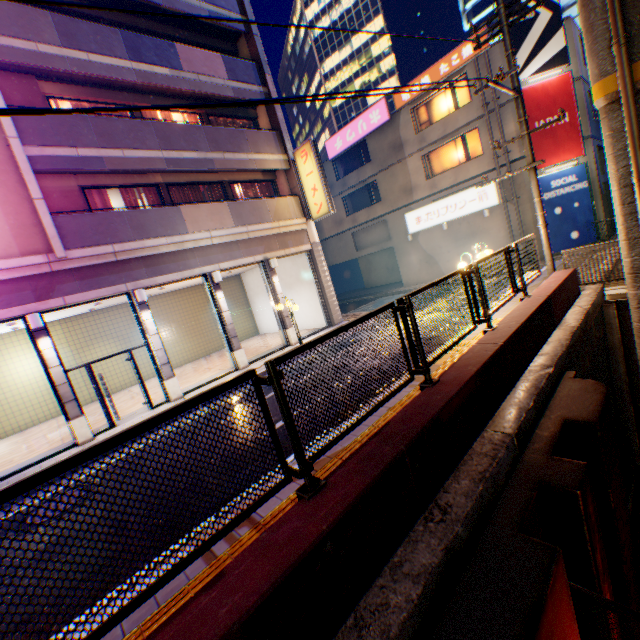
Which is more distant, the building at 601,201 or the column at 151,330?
the building at 601,201

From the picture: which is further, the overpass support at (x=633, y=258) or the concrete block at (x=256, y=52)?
the concrete block at (x=256, y=52)

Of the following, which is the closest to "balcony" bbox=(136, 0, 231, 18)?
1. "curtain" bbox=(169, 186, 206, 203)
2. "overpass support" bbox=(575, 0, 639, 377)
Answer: "curtain" bbox=(169, 186, 206, 203)

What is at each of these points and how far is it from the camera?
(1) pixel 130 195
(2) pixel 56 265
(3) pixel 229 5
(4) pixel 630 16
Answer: (1) curtain, 12.7 meters
(2) concrete block, 9.7 meters
(3) balcony, 14.4 meters
(4) overpass support, 6.2 meters

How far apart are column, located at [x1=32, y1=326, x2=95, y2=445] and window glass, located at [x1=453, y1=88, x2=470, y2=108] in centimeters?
2271cm

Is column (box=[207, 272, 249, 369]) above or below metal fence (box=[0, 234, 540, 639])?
below

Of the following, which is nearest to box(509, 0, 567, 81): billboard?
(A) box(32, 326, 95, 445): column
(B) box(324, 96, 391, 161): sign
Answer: (B) box(324, 96, 391, 161): sign

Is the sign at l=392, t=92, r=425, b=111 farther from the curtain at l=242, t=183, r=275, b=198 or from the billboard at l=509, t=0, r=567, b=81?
the curtain at l=242, t=183, r=275, b=198
